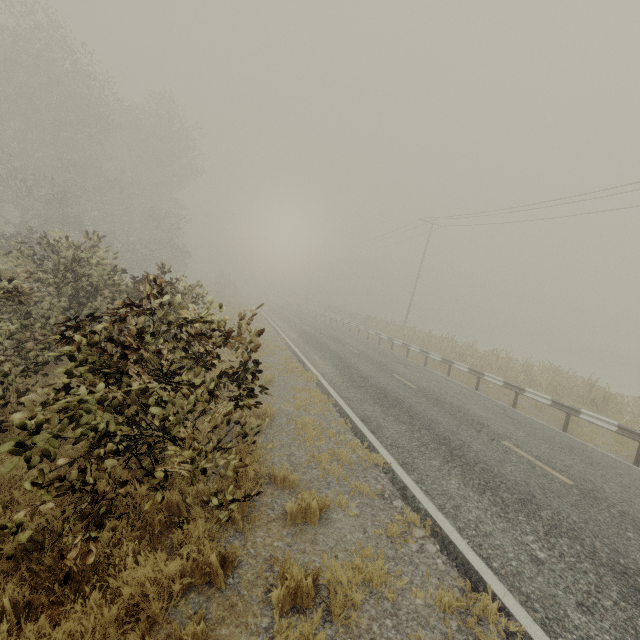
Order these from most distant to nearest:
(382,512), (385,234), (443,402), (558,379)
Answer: (385,234)
(558,379)
(443,402)
(382,512)

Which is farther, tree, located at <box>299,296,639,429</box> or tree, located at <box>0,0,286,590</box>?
tree, located at <box>299,296,639,429</box>

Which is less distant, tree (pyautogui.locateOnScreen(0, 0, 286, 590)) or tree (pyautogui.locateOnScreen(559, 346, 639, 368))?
tree (pyautogui.locateOnScreen(0, 0, 286, 590))

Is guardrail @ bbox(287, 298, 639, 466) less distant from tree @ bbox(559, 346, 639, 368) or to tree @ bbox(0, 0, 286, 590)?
tree @ bbox(0, 0, 286, 590)

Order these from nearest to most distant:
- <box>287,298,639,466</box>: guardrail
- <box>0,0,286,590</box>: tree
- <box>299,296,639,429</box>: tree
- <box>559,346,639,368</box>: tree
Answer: <box>0,0,286,590</box>: tree, <box>287,298,639,466</box>: guardrail, <box>299,296,639,429</box>: tree, <box>559,346,639,368</box>: tree

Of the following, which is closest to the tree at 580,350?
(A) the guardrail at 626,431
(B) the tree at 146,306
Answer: (B) the tree at 146,306

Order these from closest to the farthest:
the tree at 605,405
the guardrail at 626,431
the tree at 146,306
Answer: the tree at 146,306 → the guardrail at 626,431 → the tree at 605,405
